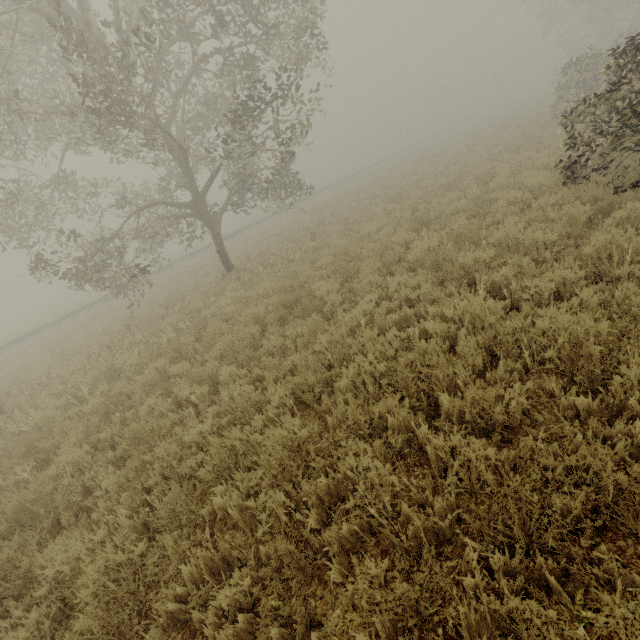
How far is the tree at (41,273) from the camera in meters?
10.7

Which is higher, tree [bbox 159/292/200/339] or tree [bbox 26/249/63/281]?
tree [bbox 26/249/63/281]

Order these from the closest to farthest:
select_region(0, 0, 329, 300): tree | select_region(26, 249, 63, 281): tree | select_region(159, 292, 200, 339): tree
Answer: select_region(0, 0, 329, 300): tree, select_region(159, 292, 200, 339): tree, select_region(26, 249, 63, 281): tree

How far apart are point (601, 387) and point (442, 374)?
1.5m

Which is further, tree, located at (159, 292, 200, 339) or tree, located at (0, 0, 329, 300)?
tree, located at (159, 292, 200, 339)

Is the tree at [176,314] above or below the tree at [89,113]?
below
